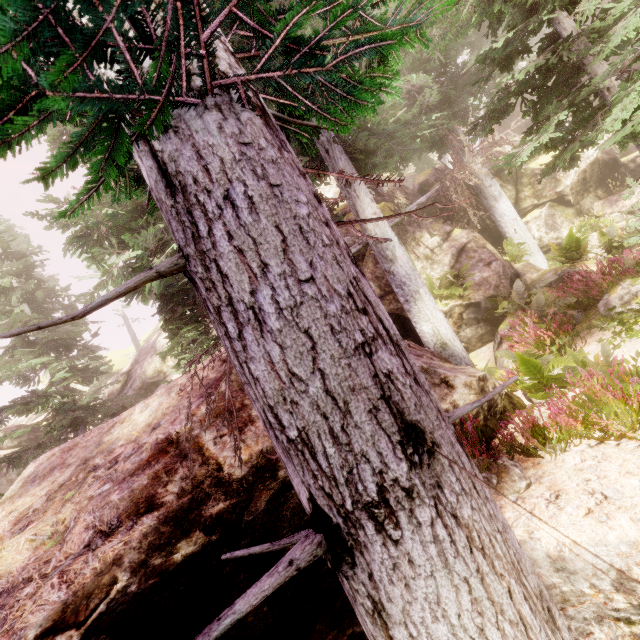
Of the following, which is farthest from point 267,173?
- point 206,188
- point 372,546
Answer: point 372,546

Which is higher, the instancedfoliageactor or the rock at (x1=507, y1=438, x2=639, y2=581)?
the instancedfoliageactor

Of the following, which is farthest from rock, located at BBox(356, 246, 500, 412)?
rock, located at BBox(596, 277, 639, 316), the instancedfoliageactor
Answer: rock, located at BBox(596, 277, 639, 316)

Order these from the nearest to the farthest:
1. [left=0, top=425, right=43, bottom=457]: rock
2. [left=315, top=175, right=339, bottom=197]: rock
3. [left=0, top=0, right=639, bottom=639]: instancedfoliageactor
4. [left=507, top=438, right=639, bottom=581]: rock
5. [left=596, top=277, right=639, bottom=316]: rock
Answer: [left=0, top=0, right=639, bottom=639]: instancedfoliageactor < [left=507, top=438, right=639, bottom=581]: rock < [left=596, top=277, right=639, bottom=316]: rock < [left=0, top=425, right=43, bottom=457]: rock < [left=315, top=175, right=339, bottom=197]: rock

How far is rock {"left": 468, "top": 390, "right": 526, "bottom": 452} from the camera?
5.2m

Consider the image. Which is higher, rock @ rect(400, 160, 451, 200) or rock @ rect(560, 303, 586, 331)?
rock @ rect(400, 160, 451, 200)

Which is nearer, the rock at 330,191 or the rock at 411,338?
the rock at 411,338

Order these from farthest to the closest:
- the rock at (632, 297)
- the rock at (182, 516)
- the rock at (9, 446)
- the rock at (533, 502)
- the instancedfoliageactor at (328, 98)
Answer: the rock at (9, 446)
the rock at (632, 297)
the rock at (533, 502)
the rock at (182, 516)
the instancedfoliageactor at (328, 98)
